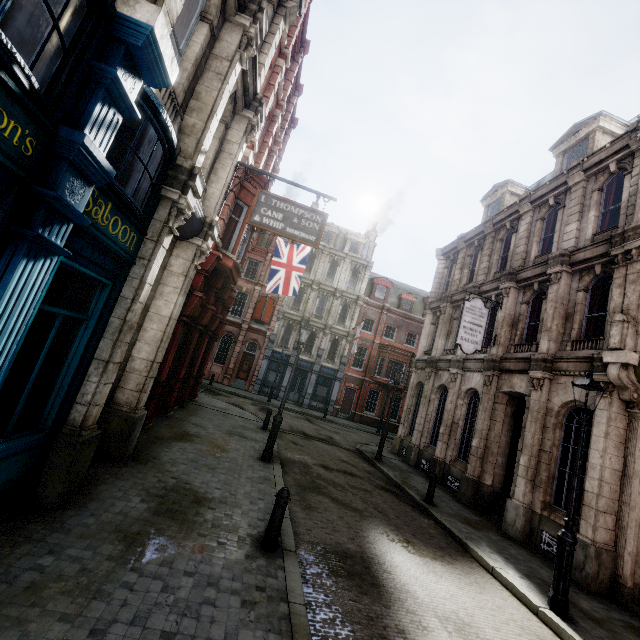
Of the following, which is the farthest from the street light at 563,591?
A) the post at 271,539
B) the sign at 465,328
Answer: the sign at 465,328

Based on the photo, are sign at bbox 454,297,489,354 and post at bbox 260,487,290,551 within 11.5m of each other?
yes

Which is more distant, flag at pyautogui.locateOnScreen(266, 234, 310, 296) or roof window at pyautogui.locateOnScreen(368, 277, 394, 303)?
roof window at pyautogui.locateOnScreen(368, 277, 394, 303)

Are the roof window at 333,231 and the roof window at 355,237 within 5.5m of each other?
yes

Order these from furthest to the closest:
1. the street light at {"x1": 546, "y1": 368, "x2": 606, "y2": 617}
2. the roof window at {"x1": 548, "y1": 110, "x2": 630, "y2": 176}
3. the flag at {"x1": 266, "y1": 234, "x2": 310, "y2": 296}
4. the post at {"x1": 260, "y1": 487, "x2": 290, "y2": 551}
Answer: the flag at {"x1": 266, "y1": 234, "x2": 310, "y2": 296} → the roof window at {"x1": 548, "y1": 110, "x2": 630, "y2": 176} → the street light at {"x1": 546, "y1": 368, "x2": 606, "y2": 617} → the post at {"x1": 260, "y1": 487, "x2": 290, "y2": 551}

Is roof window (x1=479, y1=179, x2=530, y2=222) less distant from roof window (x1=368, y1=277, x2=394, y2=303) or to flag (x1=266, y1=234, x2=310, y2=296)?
flag (x1=266, y1=234, x2=310, y2=296)

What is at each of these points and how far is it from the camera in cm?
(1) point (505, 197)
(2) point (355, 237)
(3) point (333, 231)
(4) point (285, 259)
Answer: (1) roof window, 1842
(2) roof window, 3569
(3) roof window, 3534
(4) flag, 1647

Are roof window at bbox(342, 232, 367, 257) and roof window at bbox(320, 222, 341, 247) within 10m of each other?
yes
